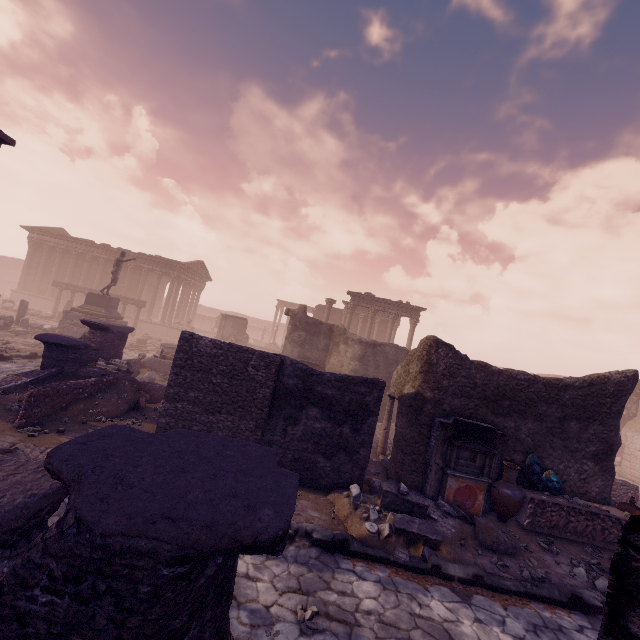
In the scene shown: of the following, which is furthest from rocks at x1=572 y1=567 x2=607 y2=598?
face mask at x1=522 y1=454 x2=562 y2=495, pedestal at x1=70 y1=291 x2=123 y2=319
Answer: pedestal at x1=70 y1=291 x2=123 y2=319

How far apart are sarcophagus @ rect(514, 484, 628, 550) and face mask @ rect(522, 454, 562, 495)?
0.0 meters

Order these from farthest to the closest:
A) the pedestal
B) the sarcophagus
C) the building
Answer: the building, the pedestal, the sarcophagus

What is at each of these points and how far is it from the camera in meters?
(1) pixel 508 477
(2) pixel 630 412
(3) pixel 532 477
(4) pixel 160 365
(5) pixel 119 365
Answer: (1) vase, 7.9
(2) wall arch, 21.8
(3) face mask, 8.2
(4) building debris, 15.1
(5) building debris, 11.6

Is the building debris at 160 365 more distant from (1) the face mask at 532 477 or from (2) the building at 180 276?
(1) the face mask at 532 477

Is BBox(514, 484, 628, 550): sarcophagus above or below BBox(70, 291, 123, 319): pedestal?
below

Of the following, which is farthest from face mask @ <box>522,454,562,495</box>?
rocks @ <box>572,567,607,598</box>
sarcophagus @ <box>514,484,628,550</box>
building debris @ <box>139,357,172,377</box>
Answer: building debris @ <box>139,357,172,377</box>

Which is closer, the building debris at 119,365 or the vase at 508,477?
the vase at 508,477
